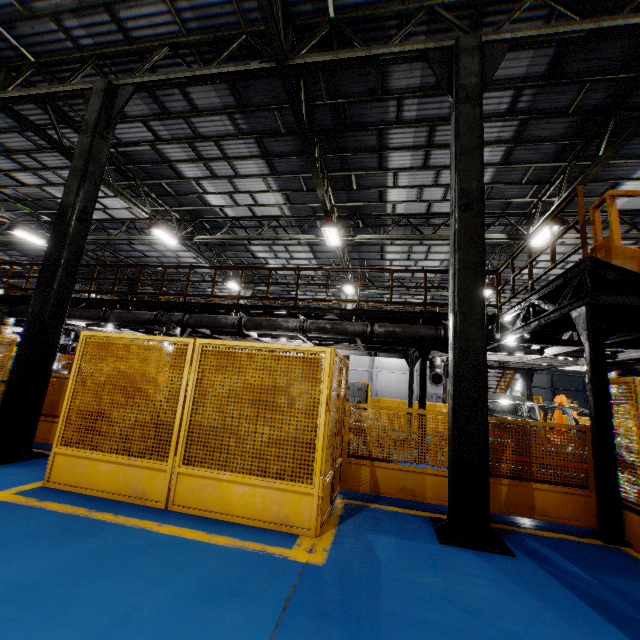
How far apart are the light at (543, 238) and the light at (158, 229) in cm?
1457

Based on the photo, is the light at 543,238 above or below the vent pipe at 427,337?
above

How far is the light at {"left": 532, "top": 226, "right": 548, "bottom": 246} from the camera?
11.09m

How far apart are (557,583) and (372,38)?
9.6 meters

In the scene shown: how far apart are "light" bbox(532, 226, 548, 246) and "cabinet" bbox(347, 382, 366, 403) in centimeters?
1003cm

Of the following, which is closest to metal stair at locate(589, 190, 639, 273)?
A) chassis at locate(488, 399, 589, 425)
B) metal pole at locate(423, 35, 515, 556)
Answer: metal pole at locate(423, 35, 515, 556)

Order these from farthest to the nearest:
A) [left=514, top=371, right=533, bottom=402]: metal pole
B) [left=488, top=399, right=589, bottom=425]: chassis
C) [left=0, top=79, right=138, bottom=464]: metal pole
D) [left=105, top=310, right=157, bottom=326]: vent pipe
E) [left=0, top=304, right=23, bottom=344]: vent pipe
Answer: [left=514, top=371, right=533, bottom=402]: metal pole → [left=0, top=304, right=23, bottom=344]: vent pipe → [left=105, top=310, right=157, bottom=326]: vent pipe → [left=488, top=399, right=589, bottom=425]: chassis → [left=0, top=79, right=138, bottom=464]: metal pole

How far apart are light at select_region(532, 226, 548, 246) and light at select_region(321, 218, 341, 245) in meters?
7.0 m
